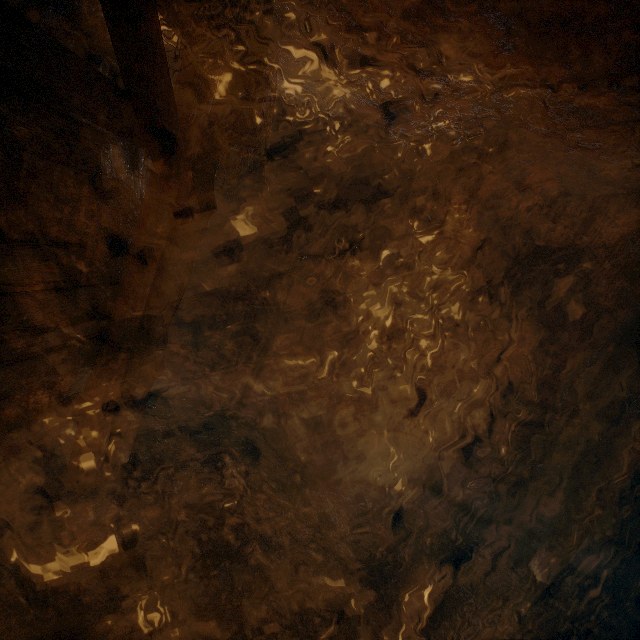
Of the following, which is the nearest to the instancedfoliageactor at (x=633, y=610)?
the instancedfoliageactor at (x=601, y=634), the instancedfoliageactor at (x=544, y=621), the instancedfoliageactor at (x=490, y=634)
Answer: the instancedfoliageactor at (x=601, y=634)

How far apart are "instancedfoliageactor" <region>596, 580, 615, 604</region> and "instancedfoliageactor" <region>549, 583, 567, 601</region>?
0.91m

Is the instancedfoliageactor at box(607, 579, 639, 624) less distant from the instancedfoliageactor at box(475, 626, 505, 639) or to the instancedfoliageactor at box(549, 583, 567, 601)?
the instancedfoliageactor at box(549, 583, 567, 601)

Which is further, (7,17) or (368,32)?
(368,32)

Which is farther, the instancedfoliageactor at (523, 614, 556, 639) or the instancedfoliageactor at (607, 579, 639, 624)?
the instancedfoliageactor at (607, 579, 639, 624)

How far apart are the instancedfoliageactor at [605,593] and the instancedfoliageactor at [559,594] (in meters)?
0.91

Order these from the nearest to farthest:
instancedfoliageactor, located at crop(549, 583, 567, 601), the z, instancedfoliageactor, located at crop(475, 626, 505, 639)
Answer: the z < instancedfoliageactor, located at crop(475, 626, 505, 639) < instancedfoliageactor, located at crop(549, 583, 567, 601)

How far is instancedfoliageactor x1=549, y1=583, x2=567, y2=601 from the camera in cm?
412
